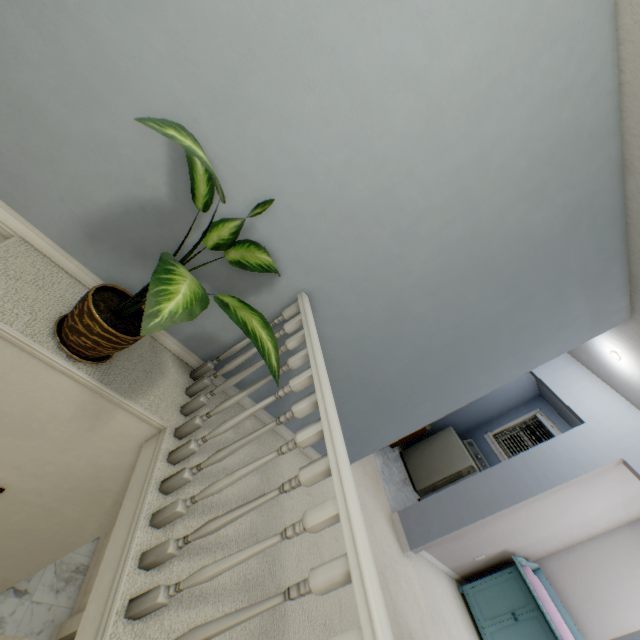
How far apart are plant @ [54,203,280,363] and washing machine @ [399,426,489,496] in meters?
4.5

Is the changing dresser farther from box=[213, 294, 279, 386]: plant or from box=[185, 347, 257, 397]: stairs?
box=[213, 294, 279, 386]: plant

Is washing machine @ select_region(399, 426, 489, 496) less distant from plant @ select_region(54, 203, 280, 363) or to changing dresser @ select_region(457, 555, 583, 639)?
changing dresser @ select_region(457, 555, 583, 639)

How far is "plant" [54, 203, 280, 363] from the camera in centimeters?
86cm

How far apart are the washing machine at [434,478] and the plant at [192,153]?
4.54m

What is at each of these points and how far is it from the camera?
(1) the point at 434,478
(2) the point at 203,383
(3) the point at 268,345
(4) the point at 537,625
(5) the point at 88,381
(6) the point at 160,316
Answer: (1) washing machine, 4.8m
(2) stairs, 1.7m
(3) plant, 1.2m
(4) changing dresser, 3.5m
(5) stairs, 1.3m
(6) plant, 0.8m

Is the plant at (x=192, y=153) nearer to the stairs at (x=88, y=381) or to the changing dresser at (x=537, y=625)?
the stairs at (x=88, y=381)

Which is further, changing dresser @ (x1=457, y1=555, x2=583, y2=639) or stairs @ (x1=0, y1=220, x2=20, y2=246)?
changing dresser @ (x1=457, y1=555, x2=583, y2=639)
